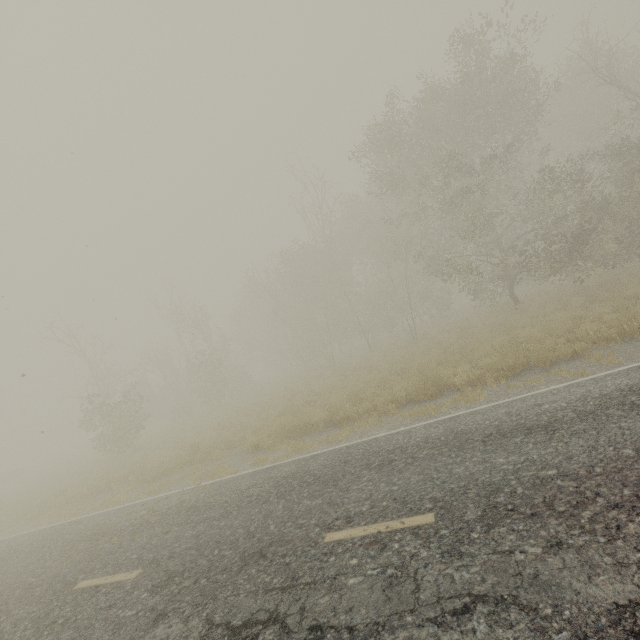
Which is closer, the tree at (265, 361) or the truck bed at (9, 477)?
the tree at (265, 361)

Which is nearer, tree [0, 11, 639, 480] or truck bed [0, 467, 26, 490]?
tree [0, 11, 639, 480]

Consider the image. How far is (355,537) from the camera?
4.2 meters
